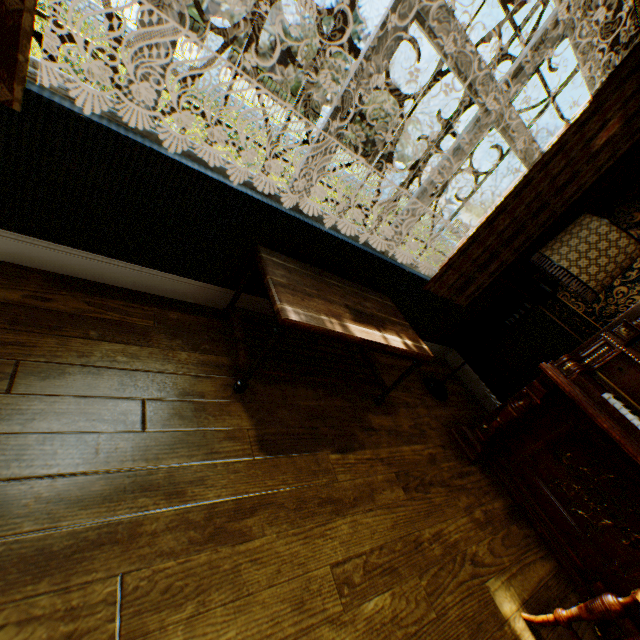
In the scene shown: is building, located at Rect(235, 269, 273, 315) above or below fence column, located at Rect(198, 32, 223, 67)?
below

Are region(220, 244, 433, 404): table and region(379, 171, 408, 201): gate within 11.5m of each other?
no

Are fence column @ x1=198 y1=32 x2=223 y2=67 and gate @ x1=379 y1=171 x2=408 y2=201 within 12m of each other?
yes

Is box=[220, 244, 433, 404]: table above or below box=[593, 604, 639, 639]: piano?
above

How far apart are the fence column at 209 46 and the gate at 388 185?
9.74m

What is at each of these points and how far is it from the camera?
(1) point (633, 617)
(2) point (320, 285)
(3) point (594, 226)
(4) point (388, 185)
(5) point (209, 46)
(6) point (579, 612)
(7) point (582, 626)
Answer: (1) piano, 1.9 meters
(2) table, 1.9 meters
(3) lamp, 2.2 meters
(4) gate, 18.4 meters
(5) fence column, 11.7 meters
(6) piano stool, 1.5 meters
(7) building, 1.8 meters

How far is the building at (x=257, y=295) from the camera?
2.1 meters

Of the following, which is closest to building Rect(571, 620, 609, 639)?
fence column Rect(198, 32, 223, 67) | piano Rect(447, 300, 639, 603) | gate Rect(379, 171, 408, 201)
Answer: piano Rect(447, 300, 639, 603)
